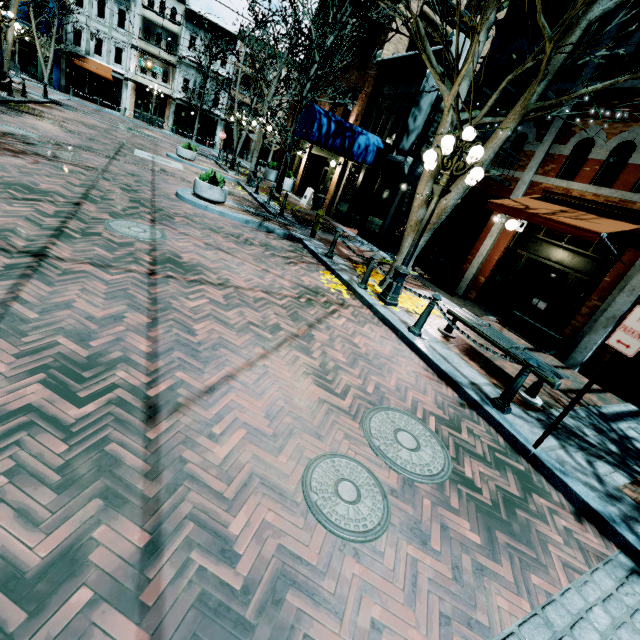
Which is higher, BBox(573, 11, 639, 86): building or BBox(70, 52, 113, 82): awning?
BBox(573, 11, 639, 86): building

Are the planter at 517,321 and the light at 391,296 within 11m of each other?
yes

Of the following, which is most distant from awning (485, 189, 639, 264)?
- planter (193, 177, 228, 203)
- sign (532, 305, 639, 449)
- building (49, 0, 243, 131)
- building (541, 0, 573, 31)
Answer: building (49, 0, 243, 131)

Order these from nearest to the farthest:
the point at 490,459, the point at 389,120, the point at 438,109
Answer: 1. the point at 490,459
2. the point at 438,109
3. the point at 389,120

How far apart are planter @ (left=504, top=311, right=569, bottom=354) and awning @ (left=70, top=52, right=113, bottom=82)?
40.1m

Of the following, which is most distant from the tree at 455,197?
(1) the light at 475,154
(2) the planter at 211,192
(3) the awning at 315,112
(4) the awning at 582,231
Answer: (2) the planter at 211,192

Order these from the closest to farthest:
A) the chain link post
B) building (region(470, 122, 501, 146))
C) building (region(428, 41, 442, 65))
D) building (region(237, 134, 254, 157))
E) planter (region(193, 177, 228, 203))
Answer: the chain link post, planter (region(193, 177, 228, 203)), building (region(470, 122, 501, 146)), building (region(428, 41, 442, 65)), building (region(237, 134, 254, 157))

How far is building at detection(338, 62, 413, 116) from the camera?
13.94m
